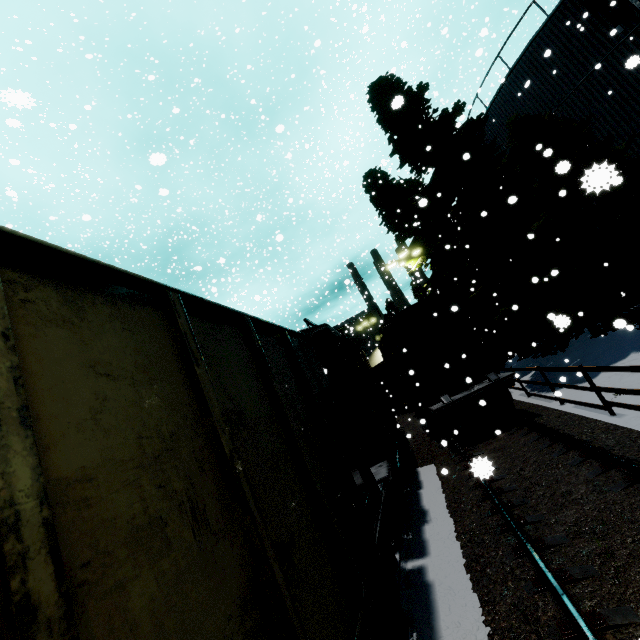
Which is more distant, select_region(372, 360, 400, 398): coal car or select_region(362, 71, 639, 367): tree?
select_region(372, 360, 400, 398): coal car

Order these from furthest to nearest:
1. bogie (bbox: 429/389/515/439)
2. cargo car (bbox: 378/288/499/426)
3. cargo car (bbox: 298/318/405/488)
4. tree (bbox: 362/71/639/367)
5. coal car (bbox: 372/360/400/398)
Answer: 1. coal car (bbox: 372/360/400/398)
2. cargo car (bbox: 378/288/499/426)
3. bogie (bbox: 429/389/515/439)
4. tree (bbox: 362/71/639/367)
5. cargo car (bbox: 298/318/405/488)

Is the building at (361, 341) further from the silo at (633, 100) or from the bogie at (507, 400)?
the bogie at (507, 400)

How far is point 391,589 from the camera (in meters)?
4.04

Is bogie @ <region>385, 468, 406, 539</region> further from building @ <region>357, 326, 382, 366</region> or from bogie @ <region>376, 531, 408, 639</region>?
building @ <region>357, 326, 382, 366</region>

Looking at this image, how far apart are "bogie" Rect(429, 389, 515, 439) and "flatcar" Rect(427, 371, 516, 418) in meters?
0.0

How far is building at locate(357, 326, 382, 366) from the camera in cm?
5847

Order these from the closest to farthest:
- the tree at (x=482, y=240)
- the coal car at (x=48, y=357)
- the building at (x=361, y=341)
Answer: the coal car at (x=48, y=357) < the tree at (x=482, y=240) < the building at (x=361, y=341)
